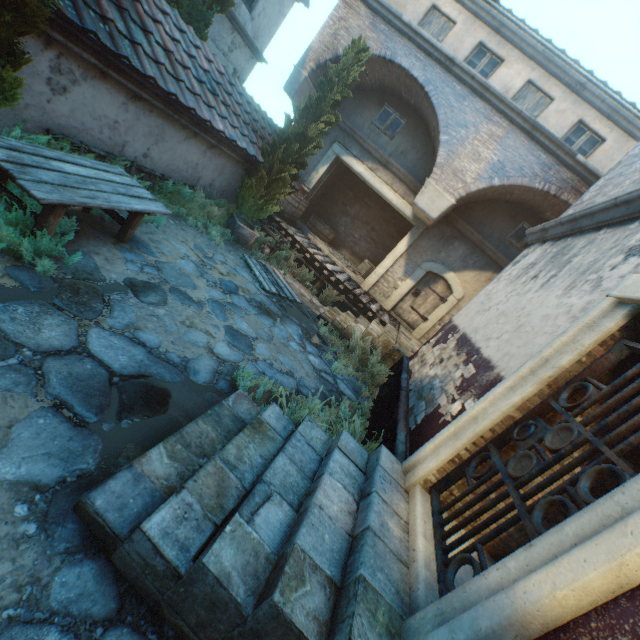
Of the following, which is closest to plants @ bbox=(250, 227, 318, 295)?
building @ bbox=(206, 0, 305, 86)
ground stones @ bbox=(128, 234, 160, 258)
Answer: ground stones @ bbox=(128, 234, 160, 258)

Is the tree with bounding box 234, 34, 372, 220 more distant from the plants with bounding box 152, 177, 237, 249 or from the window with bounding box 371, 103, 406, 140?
the window with bounding box 371, 103, 406, 140

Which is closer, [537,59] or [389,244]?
[537,59]

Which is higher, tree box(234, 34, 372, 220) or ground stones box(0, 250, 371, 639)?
tree box(234, 34, 372, 220)

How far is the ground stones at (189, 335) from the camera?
4.3 meters

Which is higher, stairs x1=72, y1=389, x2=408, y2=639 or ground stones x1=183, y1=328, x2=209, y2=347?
stairs x1=72, y1=389, x2=408, y2=639

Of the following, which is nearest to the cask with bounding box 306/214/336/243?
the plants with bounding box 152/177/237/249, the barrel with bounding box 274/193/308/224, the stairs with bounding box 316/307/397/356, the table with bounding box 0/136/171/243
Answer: the barrel with bounding box 274/193/308/224

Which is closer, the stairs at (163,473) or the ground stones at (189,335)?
the stairs at (163,473)
